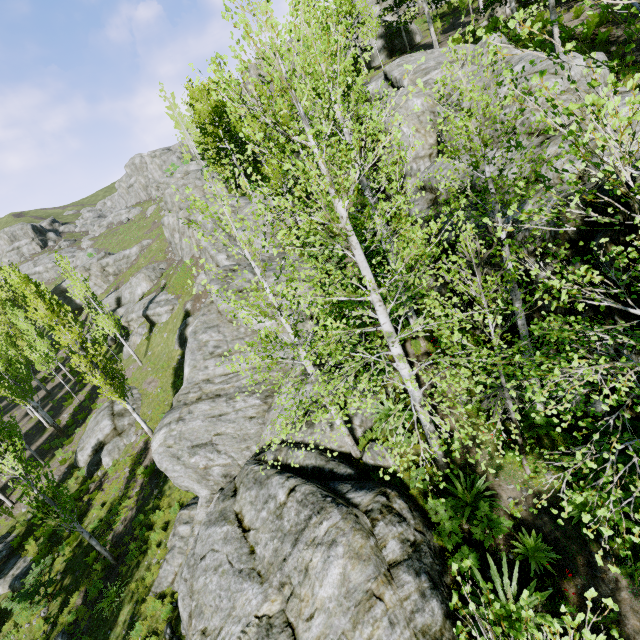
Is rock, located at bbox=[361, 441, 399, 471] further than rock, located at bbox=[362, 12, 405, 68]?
No

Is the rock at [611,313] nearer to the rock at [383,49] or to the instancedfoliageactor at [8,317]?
the instancedfoliageactor at [8,317]

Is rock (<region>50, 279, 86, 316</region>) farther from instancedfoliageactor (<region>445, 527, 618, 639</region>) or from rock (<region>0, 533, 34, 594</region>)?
rock (<region>0, 533, 34, 594</region>)

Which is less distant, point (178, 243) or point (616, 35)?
point (616, 35)

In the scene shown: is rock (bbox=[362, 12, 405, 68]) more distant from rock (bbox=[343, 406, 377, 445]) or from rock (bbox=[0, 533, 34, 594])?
rock (bbox=[0, 533, 34, 594])

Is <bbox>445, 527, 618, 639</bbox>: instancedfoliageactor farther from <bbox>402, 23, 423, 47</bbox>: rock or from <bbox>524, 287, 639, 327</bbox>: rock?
<bbox>402, 23, 423, 47</bbox>: rock

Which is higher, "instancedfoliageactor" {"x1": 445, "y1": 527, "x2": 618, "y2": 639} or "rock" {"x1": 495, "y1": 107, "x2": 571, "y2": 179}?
"rock" {"x1": 495, "y1": 107, "x2": 571, "y2": 179}

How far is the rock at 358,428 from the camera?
10.94m
